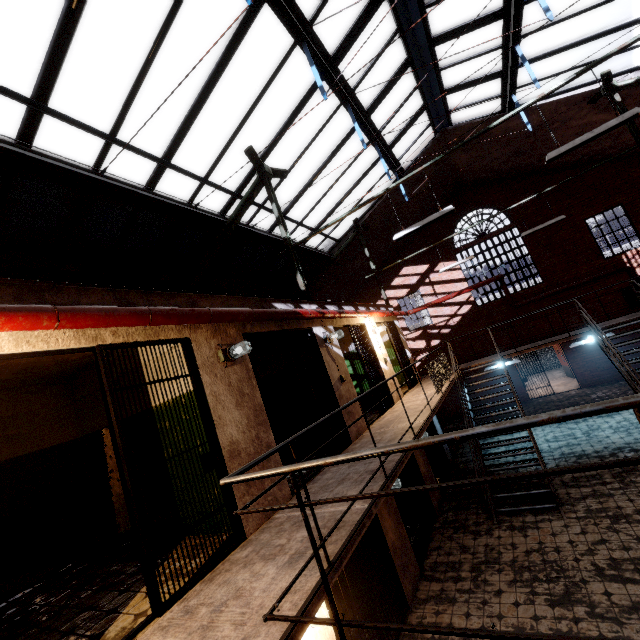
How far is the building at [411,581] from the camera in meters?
5.9 m

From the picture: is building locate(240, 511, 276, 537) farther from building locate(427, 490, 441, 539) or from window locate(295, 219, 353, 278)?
window locate(295, 219, 353, 278)

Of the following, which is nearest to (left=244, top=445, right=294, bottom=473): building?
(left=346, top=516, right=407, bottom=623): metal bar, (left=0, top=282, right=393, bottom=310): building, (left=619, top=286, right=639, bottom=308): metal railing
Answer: (left=0, top=282, right=393, bottom=310): building

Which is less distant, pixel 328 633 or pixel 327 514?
pixel 327 514

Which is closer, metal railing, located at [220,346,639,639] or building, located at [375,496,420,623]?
metal railing, located at [220,346,639,639]

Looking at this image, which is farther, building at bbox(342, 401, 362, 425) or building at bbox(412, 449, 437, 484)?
building at bbox(412, 449, 437, 484)

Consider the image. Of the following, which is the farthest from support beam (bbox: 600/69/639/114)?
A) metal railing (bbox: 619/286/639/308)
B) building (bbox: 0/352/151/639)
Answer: metal railing (bbox: 619/286/639/308)

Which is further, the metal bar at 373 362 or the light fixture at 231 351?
the metal bar at 373 362
